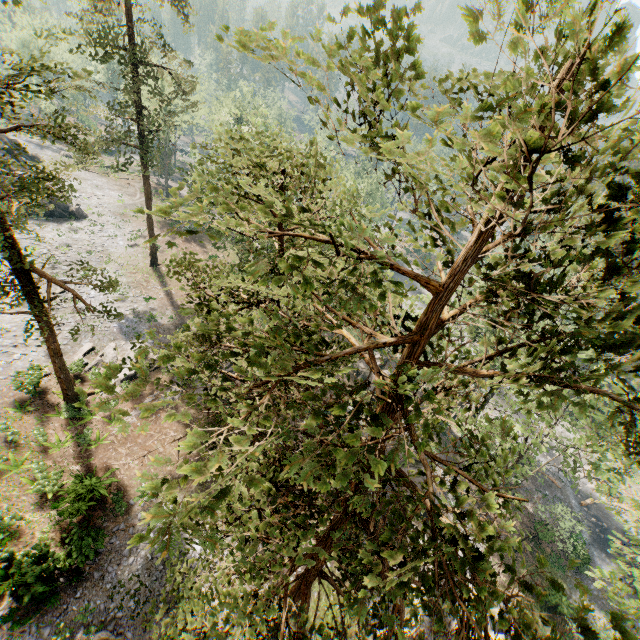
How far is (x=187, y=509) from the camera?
2.0m

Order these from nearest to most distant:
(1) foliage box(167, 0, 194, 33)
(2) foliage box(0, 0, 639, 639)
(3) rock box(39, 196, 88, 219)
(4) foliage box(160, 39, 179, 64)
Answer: (2) foliage box(0, 0, 639, 639) < (1) foliage box(167, 0, 194, 33) < (4) foliage box(160, 39, 179, 64) < (3) rock box(39, 196, 88, 219)

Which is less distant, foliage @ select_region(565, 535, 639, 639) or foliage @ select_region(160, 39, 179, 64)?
foliage @ select_region(565, 535, 639, 639)

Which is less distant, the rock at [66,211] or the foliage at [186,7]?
the foliage at [186,7]

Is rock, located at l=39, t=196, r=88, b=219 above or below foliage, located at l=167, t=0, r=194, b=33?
below

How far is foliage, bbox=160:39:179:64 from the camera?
26.00m

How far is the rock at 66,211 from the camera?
36.69m
